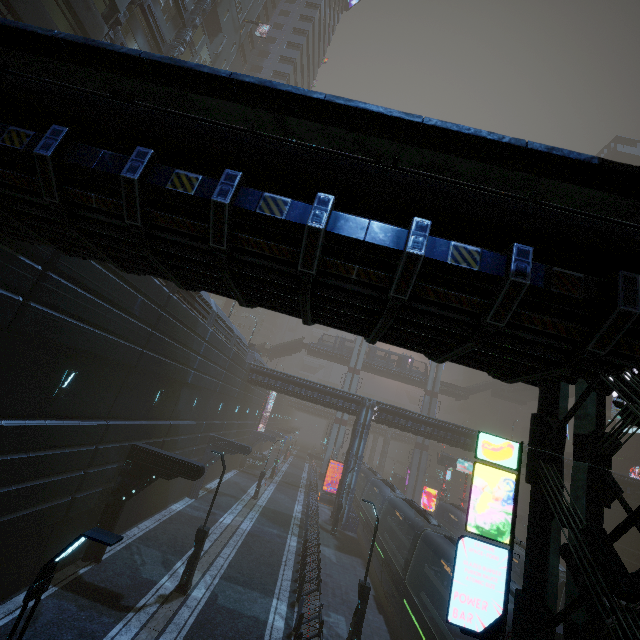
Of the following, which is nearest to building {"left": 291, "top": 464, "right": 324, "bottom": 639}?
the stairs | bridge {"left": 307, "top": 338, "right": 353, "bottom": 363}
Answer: the stairs

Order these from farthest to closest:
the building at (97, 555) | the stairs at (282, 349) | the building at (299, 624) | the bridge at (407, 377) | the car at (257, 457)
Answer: the stairs at (282, 349)
the bridge at (407, 377)
the car at (257, 457)
the building at (97, 555)
the building at (299, 624)

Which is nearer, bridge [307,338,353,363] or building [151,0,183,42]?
building [151,0,183,42]

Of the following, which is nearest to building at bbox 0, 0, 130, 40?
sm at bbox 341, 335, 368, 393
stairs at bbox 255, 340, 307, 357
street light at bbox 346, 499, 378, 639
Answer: sm at bbox 341, 335, 368, 393

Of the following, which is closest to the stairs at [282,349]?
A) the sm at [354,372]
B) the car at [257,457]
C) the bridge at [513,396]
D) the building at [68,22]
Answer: the building at [68,22]

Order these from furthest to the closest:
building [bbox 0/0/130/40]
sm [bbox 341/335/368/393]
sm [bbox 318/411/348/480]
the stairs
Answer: the stairs, sm [bbox 341/335/368/393], sm [bbox 318/411/348/480], building [bbox 0/0/130/40]

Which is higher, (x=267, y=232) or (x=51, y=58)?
(x=51, y=58)

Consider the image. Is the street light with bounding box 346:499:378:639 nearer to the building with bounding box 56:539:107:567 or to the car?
the building with bounding box 56:539:107:567
